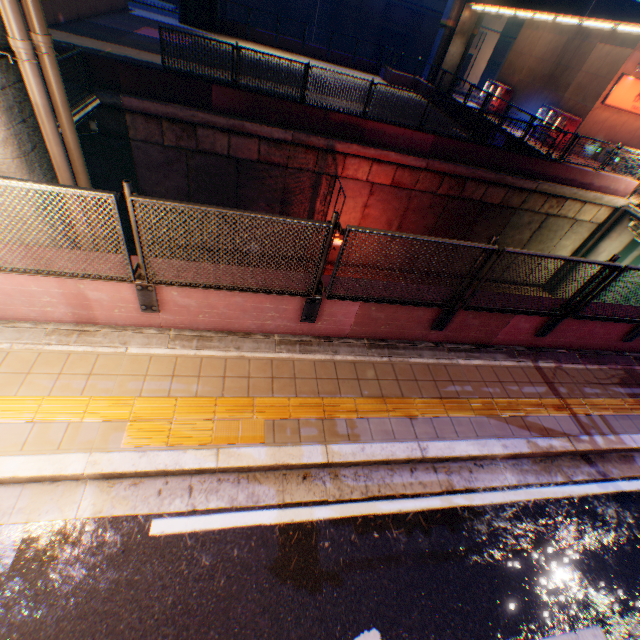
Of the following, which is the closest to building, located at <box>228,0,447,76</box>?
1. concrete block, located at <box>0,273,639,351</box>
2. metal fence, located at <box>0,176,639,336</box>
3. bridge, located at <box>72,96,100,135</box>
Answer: metal fence, located at <box>0,176,639,336</box>

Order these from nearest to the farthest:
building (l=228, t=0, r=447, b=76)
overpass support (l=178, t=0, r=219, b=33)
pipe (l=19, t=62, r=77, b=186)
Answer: pipe (l=19, t=62, r=77, b=186)
overpass support (l=178, t=0, r=219, b=33)
building (l=228, t=0, r=447, b=76)

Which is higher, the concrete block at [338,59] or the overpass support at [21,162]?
the overpass support at [21,162]

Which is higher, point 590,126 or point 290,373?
point 590,126

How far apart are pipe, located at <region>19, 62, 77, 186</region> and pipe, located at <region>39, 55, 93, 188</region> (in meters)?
0.28

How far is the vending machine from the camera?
21.9 meters

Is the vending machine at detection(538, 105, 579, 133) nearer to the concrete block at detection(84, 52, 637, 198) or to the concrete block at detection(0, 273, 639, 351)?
the concrete block at detection(84, 52, 637, 198)
